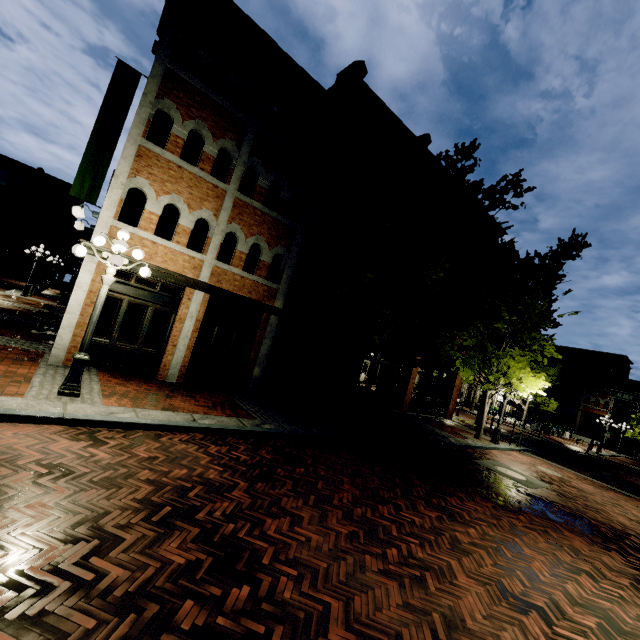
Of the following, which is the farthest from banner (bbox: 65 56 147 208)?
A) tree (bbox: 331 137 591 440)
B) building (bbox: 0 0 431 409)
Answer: building (bbox: 0 0 431 409)

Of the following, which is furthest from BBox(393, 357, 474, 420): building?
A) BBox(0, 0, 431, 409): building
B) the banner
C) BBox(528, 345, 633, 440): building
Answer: BBox(528, 345, 633, 440): building

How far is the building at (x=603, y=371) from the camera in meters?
43.1

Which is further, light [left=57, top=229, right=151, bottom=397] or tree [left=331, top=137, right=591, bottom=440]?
tree [left=331, top=137, right=591, bottom=440]

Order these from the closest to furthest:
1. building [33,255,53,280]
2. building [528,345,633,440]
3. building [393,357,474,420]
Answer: building [393,357,474,420] < building [528,345,633,440] < building [33,255,53,280]

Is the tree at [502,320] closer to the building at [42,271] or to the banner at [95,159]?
the building at [42,271]

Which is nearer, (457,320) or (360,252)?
(457,320)

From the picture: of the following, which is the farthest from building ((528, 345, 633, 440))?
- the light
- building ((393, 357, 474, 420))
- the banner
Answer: the banner
